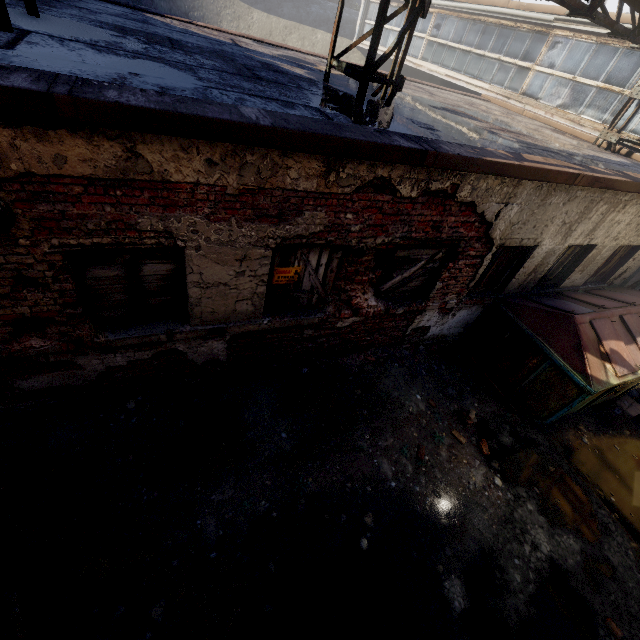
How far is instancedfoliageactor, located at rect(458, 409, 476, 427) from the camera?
5.5m

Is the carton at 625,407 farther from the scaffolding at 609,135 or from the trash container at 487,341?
the scaffolding at 609,135

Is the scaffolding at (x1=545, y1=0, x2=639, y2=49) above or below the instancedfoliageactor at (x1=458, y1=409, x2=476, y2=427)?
above

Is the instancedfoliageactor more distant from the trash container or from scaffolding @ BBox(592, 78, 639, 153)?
scaffolding @ BBox(592, 78, 639, 153)

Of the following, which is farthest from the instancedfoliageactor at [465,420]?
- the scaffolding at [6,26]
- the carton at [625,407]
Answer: the scaffolding at [6,26]

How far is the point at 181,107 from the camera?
2.34m

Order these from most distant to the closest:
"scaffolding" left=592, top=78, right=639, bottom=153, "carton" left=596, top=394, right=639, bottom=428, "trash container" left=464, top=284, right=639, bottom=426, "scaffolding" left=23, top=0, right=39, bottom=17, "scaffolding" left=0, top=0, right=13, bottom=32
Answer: "scaffolding" left=592, top=78, right=639, bottom=153 < "carton" left=596, top=394, right=639, bottom=428 < "trash container" left=464, top=284, right=639, bottom=426 < "scaffolding" left=23, top=0, right=39, bottom=17 < "scaffolding" left=0, top=0, right=13, bottom=32

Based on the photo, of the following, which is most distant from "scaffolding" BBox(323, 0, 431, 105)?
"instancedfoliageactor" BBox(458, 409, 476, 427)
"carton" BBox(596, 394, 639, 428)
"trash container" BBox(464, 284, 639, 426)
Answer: "carton" BBox(596, 394, 639, 428)
